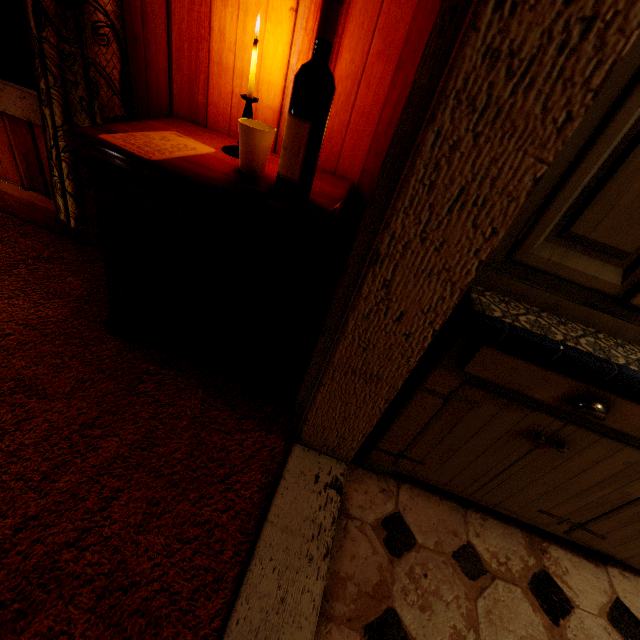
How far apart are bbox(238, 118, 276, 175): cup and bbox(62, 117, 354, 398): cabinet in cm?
5

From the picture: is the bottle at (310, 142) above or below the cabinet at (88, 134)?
above

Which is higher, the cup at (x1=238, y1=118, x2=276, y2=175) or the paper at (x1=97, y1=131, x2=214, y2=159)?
the cup at (x1=238, y1=118, x2=276, y2=175)

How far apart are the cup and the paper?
0.2 meters

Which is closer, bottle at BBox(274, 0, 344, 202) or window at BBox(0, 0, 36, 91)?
bottle at BBox(274, 0, 344, 202)

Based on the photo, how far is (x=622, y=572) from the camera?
1.22m

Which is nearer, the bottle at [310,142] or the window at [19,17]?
the bottle at [310,142]

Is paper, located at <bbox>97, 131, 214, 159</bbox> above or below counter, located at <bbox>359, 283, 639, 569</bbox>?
above
